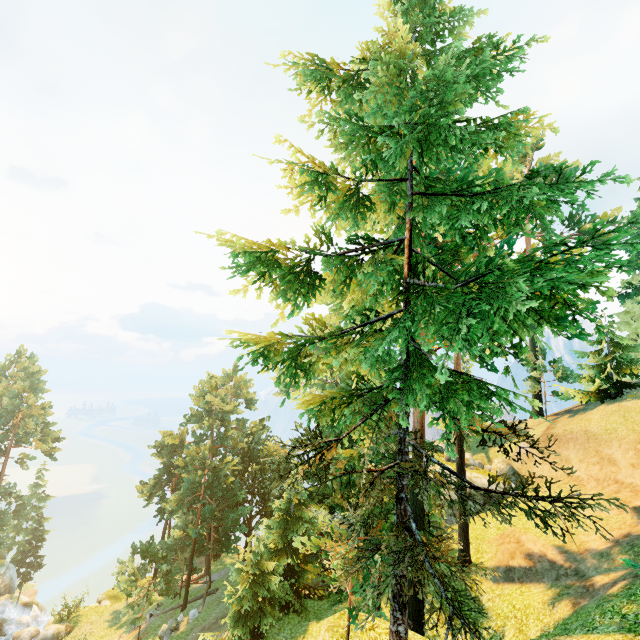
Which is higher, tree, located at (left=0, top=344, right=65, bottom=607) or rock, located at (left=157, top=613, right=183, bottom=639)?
tree, located at (left=0, top=344, right=65, bottom=607)

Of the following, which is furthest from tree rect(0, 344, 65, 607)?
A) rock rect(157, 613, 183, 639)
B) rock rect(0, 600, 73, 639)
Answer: rock rect(0, 600, 73, 639)

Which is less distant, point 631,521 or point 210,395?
point 631,521

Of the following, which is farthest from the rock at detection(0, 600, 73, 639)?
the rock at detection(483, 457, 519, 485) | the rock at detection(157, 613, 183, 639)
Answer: the rock at detection(483, 457, 519, 485)

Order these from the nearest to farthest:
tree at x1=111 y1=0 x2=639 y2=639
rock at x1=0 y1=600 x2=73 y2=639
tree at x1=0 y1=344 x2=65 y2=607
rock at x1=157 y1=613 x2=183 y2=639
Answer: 1. tree at x1=111 y1=0 x2=639 y2=639
2. rock at x1=157 y1=613 x2=183 y2=639
3. rock at x1=0 y1=600 x2=73 y2=639
4. tree at x1=0 y1=344 x2=65 y2=607

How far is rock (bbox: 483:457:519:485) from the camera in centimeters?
2767cm

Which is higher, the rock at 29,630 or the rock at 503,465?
the rock at 503,465

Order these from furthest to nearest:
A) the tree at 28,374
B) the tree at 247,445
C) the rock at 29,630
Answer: the tree at 28,374 → the rock at 29,630 → the tree at 247,445
